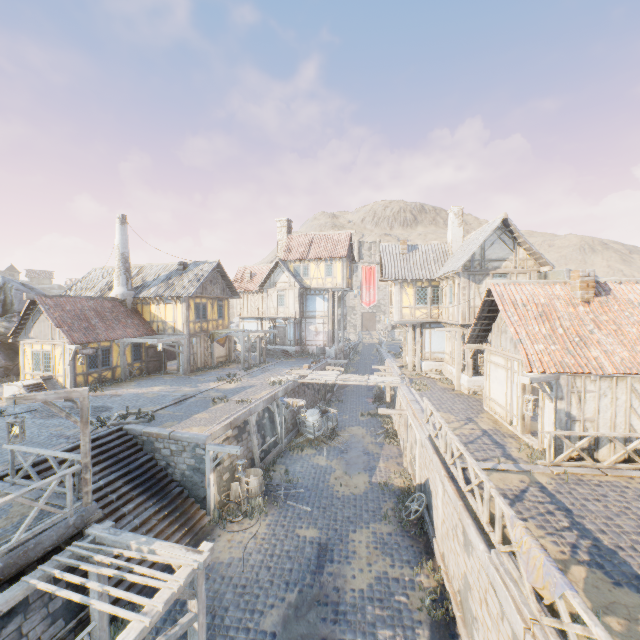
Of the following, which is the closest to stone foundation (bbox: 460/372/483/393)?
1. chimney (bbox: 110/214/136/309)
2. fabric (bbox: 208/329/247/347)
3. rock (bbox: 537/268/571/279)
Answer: rock (bbox: 537/268/571/279)

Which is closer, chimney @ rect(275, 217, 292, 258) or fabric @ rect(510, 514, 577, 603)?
fabric @ rect(510, 514, 577, 603)

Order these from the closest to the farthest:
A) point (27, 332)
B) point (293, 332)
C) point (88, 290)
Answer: point (27, 332), point (88, 290), point (293, 332)

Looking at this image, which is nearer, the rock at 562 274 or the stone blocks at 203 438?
the stone blocks at 203 438

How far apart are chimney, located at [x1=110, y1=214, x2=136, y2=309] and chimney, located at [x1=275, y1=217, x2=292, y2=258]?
14.5 meters

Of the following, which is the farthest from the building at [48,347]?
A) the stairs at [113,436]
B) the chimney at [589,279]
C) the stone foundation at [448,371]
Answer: the chimney at [589,279]

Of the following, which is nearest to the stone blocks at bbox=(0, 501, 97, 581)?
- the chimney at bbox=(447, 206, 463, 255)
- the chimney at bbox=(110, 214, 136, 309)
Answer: the chimney at bbox=(110, 214, 136, 309)

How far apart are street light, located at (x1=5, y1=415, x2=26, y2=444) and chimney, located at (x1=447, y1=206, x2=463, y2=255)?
24.15m
